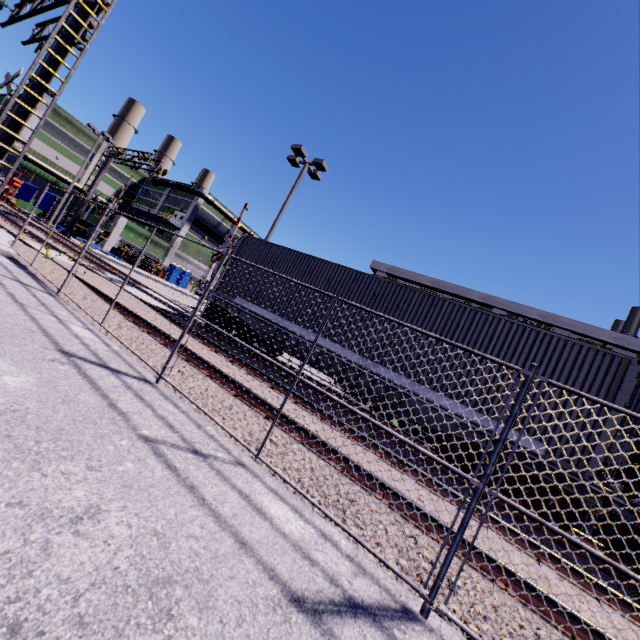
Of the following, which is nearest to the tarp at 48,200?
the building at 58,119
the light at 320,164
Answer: the building at 58,119

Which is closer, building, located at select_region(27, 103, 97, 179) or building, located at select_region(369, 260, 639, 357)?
building, located at select_region(369, 260, 639, 357)

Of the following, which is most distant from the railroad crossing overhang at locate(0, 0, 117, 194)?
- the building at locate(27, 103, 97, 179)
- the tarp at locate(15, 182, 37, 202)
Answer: the building at locate(27, 103, 97, 179)

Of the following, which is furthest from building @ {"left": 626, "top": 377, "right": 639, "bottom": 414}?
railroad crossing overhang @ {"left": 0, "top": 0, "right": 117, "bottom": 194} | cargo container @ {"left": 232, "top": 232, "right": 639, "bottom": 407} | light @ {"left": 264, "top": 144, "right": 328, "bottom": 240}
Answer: railroad crossing overhang @ {"left": 0, "top": 0, "right": 117, "bottom": 194}

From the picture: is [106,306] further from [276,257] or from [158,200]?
[158,200]

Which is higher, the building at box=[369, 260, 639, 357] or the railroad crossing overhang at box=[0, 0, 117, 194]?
the building at box=[369, 260, 639, 357]

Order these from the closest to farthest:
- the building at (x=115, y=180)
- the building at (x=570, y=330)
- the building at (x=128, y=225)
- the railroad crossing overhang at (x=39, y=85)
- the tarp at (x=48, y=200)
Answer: the railroad crossing overhang at (x=39, y=85) → the building at (x=570, y=330) → the tarp at (x=48, y=200) → the building at (x=128, y=225) → the building at (x=115, y=180)

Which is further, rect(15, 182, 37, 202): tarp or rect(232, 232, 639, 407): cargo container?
rect(15, 182, 37, 202): tarp
